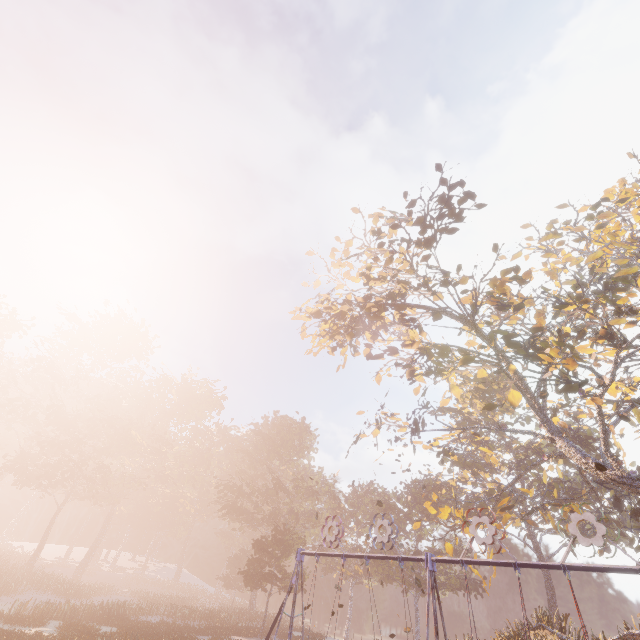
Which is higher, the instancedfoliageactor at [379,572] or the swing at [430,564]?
the instancedfoliageactor at [379,572]

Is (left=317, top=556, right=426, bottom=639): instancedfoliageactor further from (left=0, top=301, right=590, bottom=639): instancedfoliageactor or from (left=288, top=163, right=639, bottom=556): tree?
(left=288, top=163, right=639, bottom=556): tree

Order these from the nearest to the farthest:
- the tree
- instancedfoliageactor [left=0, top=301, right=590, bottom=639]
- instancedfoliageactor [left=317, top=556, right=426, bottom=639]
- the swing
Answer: the swing → the tree → instancedfoliageactor [left=0, top=301, right=590, bottom=639] → instancedfoliageactor [left=317, top=556, right=426, bottom=639]

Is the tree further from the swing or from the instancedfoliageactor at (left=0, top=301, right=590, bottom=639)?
the instancedfoliageactor at (left=0, top=301, right=590, bottom=639)

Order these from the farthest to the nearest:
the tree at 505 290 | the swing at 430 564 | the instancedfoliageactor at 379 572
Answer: the instancedfoliageactor at 379 572 → the tree at 505 290 → the swing at 430 564

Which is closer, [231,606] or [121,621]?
[121,621]

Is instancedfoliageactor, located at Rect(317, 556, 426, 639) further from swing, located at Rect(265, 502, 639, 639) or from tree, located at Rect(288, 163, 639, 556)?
swing, located at Rect(265, 502, 639, 639)
